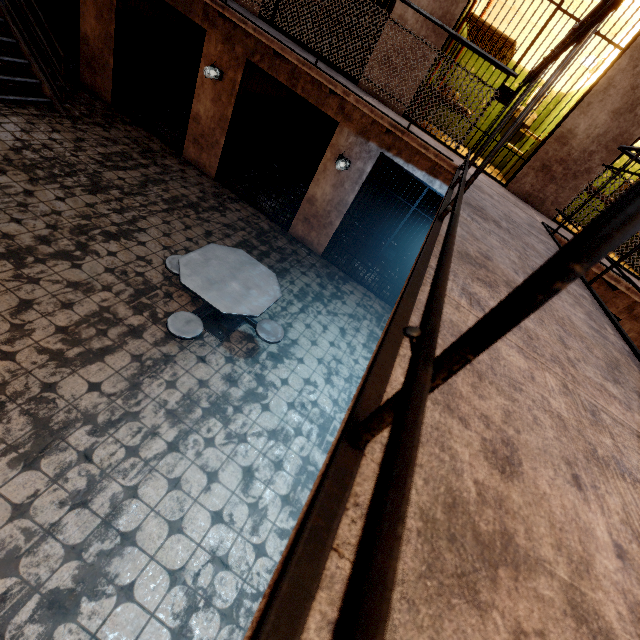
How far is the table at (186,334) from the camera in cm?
366

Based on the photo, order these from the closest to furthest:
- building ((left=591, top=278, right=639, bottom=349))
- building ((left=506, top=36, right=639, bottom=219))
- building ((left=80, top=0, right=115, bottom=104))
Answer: building ((left=506, top=36, right=639, bottom=219)) → building ((left=591, top=278, right=639, bottom=349)) → building ((left=80, top=0, right=115, bottom=104))

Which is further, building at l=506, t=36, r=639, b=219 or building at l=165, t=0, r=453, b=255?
building at l=165, t=0, r=453, b=255

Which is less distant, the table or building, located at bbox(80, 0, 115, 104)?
the table

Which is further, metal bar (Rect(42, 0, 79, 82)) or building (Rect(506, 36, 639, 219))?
metal bar (Rect(42, 0, 79, 82))

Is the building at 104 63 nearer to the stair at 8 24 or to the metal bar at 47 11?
the metal bar at 47 11

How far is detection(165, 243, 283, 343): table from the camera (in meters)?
3.66

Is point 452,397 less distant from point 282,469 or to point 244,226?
point 282,469
